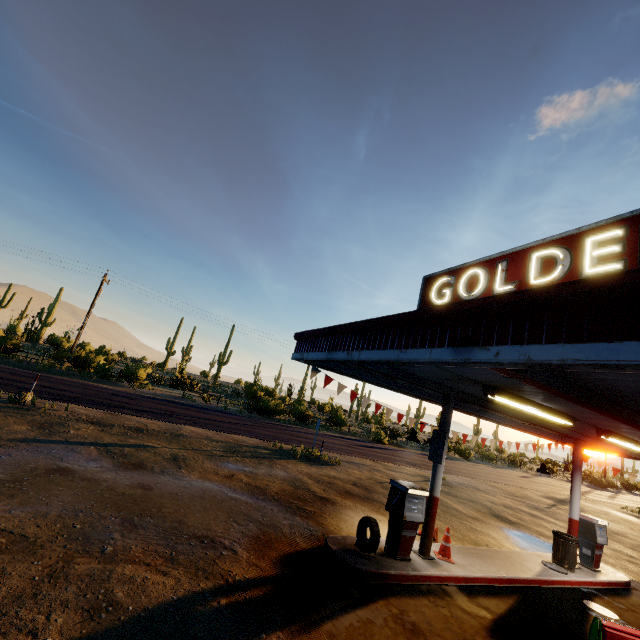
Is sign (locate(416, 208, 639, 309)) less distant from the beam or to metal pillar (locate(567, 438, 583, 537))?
the beam

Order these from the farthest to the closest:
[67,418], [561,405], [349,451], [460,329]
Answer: [349,451] → [67,418] → [561,405] → [460,329]

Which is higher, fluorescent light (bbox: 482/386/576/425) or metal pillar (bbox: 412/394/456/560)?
fluorescent light (bbox: 482/386/576/425)

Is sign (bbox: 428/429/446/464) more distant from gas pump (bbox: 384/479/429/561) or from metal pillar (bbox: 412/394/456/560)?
gas pump (bbox: 384/479/429/561)

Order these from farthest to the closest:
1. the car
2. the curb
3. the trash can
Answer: the trash can
the curb
the car

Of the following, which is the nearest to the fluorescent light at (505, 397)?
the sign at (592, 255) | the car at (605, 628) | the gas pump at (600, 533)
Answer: the sign at (592, 255)

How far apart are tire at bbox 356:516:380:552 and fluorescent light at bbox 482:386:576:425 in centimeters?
363cm

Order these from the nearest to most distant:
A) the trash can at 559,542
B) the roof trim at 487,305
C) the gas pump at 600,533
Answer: the roof trim at 487,305 → the trash can at 559,542 → the gas pump at 600,533
